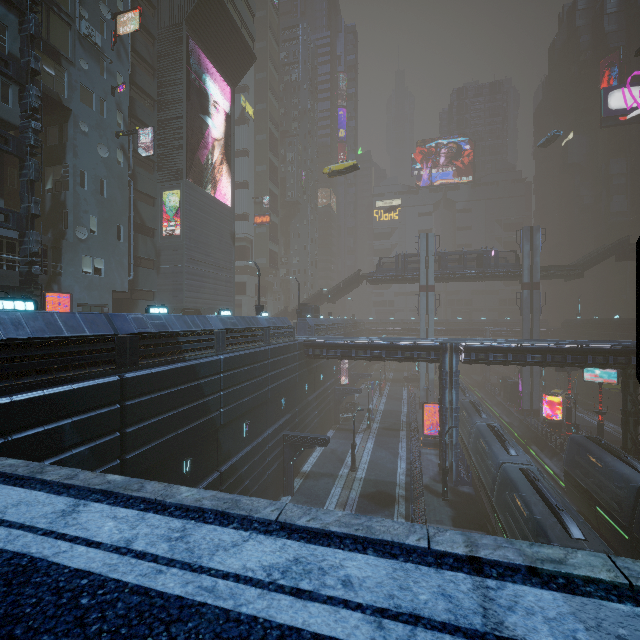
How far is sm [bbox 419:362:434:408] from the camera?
49.0 meters

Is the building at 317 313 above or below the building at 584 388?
above

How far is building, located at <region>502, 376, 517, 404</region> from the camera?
51.94m

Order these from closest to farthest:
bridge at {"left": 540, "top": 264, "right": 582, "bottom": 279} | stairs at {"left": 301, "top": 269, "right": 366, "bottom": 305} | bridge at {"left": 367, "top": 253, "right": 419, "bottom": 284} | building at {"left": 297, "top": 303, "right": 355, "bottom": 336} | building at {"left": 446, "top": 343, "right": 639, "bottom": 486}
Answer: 1. building at {"left": 446, "top": 343, "right": 639, "bottom": 486}
2. building at {"left": 297, "top": 303, "right": 355, "bottom": 336}
3. bridge at {"left": 540, "top": 264, "right": 582, "bottom": 279}
4. bridge at {"left": 367, "top": 253, "right": 419, "bottom": 284}
5. stairs at {"left": 301, "top": 269, "right": 366, "bottom": 305}

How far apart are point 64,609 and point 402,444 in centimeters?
3732cm

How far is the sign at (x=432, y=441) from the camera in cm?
3428

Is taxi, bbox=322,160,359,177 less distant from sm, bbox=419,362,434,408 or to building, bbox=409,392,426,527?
building, bbox=409,392,426,527
